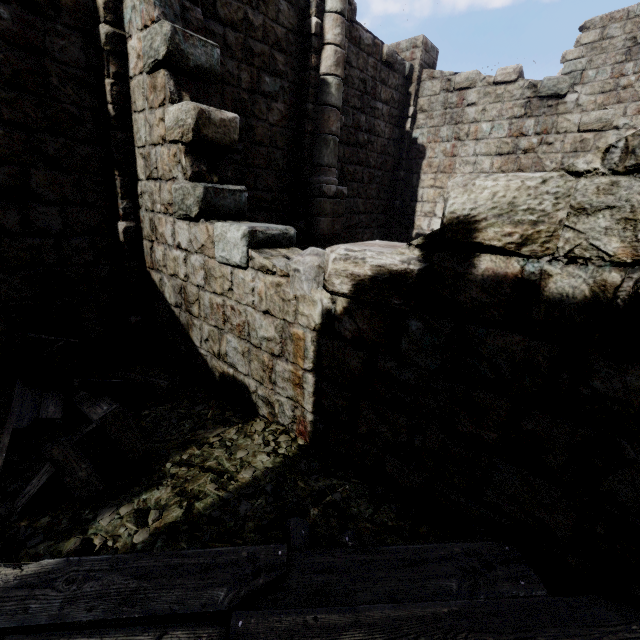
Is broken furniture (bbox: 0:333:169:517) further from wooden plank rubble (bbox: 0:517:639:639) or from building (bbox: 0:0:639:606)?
building (bbox: 0:0:639:606)

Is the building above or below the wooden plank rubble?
above

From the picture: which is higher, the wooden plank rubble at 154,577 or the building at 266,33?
the building at 266,33

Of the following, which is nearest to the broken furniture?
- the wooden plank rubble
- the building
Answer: the wooden plank rubble

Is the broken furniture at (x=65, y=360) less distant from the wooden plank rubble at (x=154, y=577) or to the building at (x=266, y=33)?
the wooden plank rubble at (x=154, y=577)

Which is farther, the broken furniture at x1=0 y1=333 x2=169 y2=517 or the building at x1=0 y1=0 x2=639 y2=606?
the broken furniture at x1=0 y1=333 x2=169 y2=517

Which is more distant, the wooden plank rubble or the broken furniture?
the broken furniture

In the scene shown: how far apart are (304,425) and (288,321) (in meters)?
1.23
